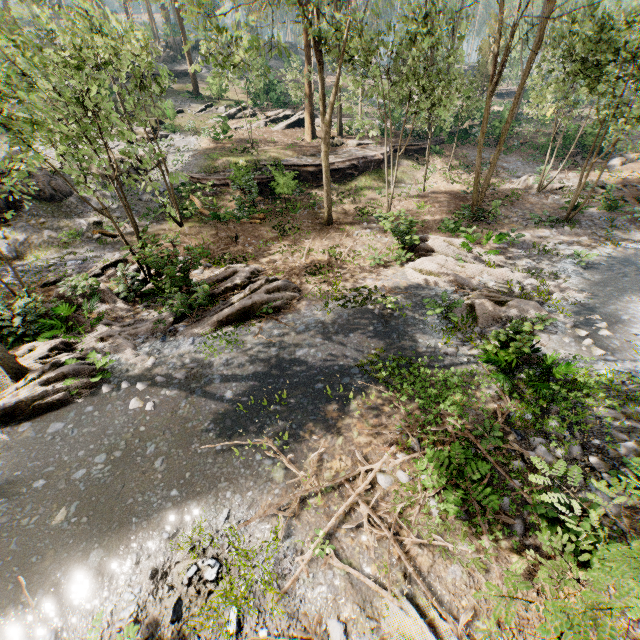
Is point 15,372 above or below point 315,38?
below

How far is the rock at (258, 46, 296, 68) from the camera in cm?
4792

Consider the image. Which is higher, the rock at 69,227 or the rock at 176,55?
the rock at 176,55

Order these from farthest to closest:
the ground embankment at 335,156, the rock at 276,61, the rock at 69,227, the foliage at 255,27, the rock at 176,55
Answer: the rock at 276,61 → the rock at 176,55 → the ground embankment at 335,156 → the rock at 69,227 → the foliage at 255,27

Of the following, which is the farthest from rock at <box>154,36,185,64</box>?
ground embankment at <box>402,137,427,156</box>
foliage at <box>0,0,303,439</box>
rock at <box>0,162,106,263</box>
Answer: ground embankment at <box>402,137,427,156</box>

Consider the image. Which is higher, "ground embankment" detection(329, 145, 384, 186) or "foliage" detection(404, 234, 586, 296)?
"ground embankment" detection(329, 145, 384, 186)

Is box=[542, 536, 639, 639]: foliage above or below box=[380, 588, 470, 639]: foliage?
above
